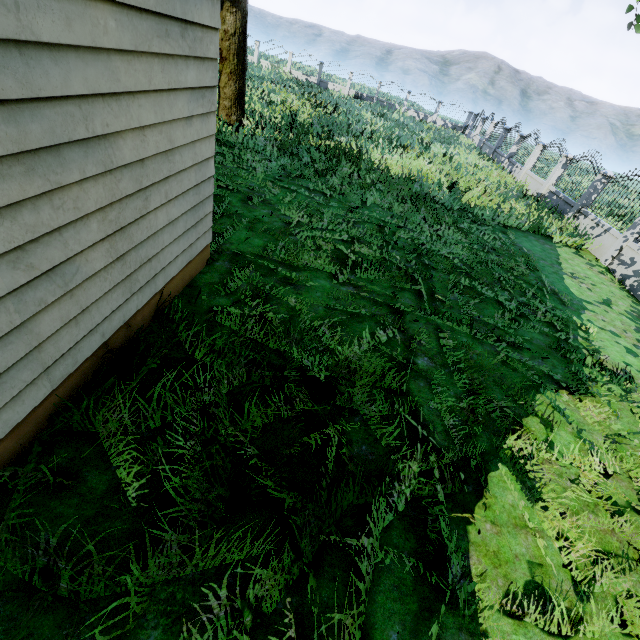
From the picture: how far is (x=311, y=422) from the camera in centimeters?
343cm
